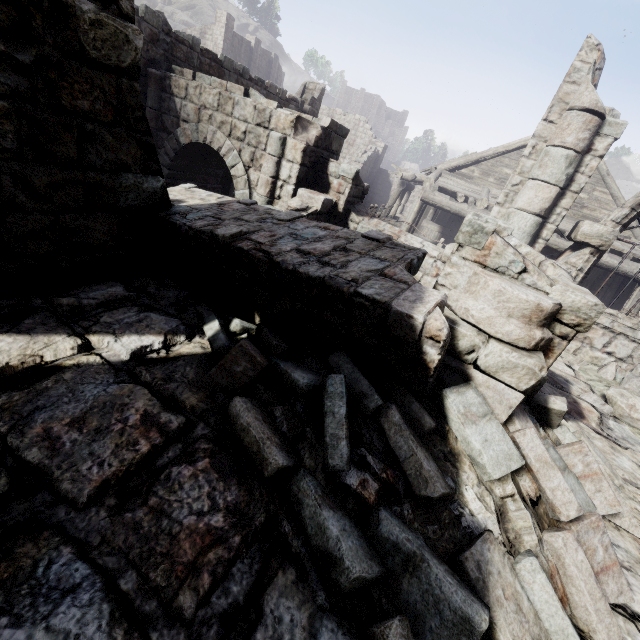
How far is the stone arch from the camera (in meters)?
7.98

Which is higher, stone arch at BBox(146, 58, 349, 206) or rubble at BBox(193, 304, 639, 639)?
stone arch at BBox(146, 58, 349, 206)

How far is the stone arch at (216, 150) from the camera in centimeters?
798cm

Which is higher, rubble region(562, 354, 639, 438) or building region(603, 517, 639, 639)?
rubble region(562, 354, 639, 438)

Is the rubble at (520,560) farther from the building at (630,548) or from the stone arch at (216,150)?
the stone arch at (216,150)

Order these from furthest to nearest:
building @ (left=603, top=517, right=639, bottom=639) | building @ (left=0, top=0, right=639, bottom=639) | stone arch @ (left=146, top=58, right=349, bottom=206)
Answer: stone arch @ (left=146, top=58, right=349, bottom=206) < building @ (left=603, top=517, right=639, bottom=639) < building @ (left=0, top=0, right=639, bottom=639)

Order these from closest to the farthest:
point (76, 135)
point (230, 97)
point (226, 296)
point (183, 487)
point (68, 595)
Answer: point (68, 595) < point (183, 487) < point (76, 135) < point (226, 296) < point (230, 97)

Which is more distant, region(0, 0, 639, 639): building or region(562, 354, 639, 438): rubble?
region(562, 354, 639, 438): rubble
